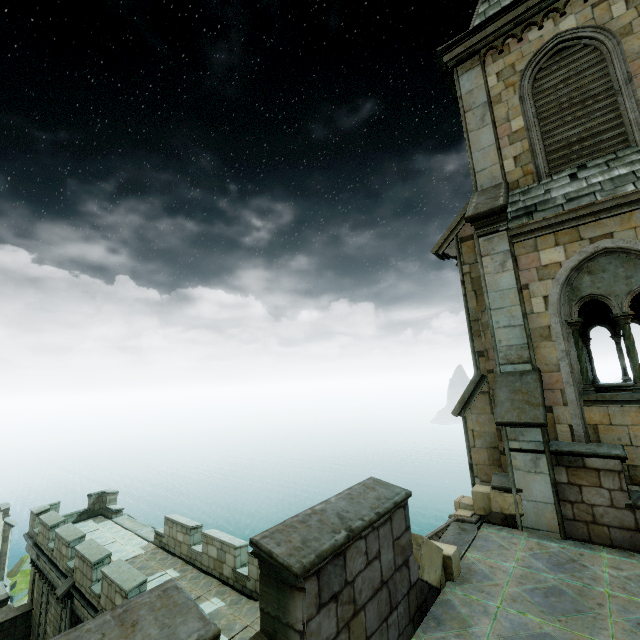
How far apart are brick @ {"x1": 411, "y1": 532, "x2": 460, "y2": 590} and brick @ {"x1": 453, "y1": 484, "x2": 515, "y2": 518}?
2.1m

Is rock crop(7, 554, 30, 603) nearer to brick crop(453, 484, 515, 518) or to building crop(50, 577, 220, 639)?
building crop(50, 577, 220, 639)

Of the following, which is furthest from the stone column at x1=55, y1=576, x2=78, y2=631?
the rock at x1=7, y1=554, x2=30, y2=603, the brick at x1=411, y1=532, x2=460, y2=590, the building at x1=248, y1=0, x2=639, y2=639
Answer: the rock at x1=7, y1=554, x2=30, y2=603

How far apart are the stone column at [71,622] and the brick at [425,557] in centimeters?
1440cm

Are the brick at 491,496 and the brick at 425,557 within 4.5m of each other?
yes

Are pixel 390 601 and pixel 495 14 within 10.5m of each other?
no

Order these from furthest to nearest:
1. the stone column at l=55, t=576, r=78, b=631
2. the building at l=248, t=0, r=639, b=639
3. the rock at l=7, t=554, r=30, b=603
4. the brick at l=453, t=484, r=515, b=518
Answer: the rock at l=7, t=554, r=30, b=603, the stone column at l=55, t=576, r=78, b=631, the brick at l=453, t=484, r=515, b=518, the building at l=248, t=0, r=639, b=639

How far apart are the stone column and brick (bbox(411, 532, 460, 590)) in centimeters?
1440cm
